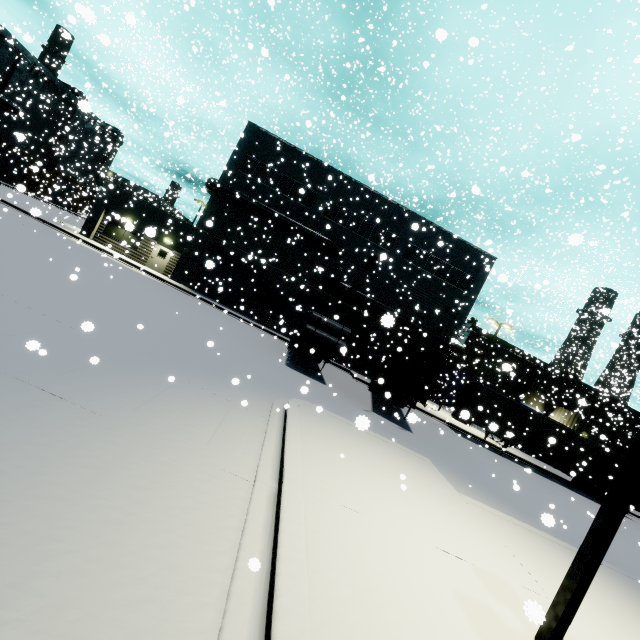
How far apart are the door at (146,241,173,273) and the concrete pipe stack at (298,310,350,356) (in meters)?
14.69

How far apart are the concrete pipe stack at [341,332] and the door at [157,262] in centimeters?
1469cm

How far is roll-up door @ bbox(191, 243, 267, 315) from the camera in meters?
27.5 m

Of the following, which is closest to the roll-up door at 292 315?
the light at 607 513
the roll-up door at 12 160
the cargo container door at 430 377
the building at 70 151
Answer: the building at 70 151

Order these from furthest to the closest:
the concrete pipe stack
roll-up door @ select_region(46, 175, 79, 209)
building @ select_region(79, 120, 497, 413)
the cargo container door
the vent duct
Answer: roll-up door @ select_region(46, 175, 79, 209) < building @ select_region(79, 120, 497, 413) < the vent duct < the concrete pipe stack < the cargo container door

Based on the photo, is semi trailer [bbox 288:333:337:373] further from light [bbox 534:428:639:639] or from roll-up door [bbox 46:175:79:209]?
roll-up door [bbox 46:175:79:209]

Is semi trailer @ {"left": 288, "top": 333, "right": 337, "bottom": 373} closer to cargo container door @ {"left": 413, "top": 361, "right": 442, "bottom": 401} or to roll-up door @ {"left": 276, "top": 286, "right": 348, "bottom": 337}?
cargo container door @ {"left": 413, "top": 361, "right": 442, "bottom": 401}

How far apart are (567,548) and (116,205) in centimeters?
3382cm
